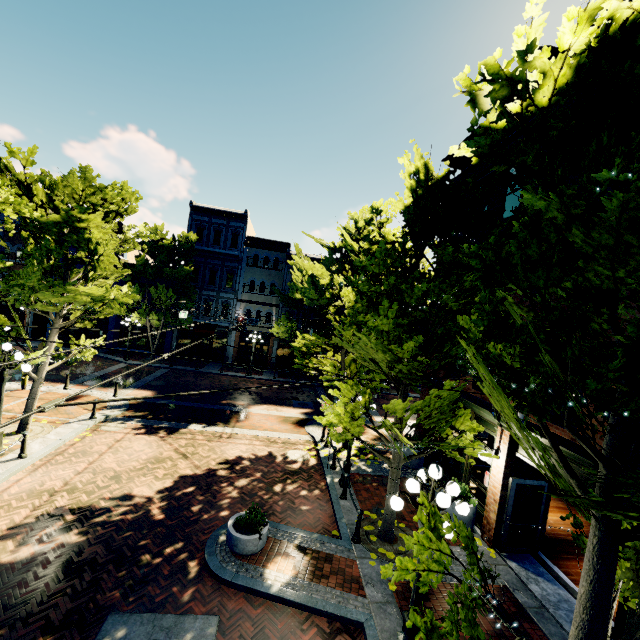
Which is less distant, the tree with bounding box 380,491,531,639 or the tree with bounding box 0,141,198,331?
the tree with bounding box 380,491,531,639

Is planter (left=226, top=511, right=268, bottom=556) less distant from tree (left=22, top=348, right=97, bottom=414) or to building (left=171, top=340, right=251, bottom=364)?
tree (left=22, top=348, right=97, bottom=414)

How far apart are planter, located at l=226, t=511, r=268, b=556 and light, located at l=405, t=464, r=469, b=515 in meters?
3.4 m

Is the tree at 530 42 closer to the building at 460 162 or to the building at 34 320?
the building at 34 320

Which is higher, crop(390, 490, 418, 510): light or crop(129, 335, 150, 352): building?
crop(390, 490, 418, 510): light

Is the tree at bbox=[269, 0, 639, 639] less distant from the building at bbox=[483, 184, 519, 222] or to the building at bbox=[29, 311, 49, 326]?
the building at bbox=[29, 311, 49, 326]

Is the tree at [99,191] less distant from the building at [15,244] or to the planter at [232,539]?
the building at [15,244]

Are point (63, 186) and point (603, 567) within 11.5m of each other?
no
